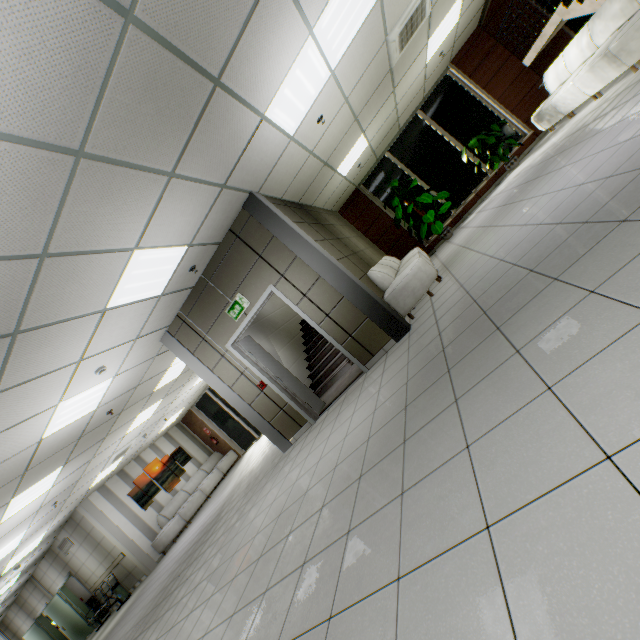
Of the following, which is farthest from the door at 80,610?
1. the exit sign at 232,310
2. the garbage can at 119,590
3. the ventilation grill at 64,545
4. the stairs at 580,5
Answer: the stairs at 580,5

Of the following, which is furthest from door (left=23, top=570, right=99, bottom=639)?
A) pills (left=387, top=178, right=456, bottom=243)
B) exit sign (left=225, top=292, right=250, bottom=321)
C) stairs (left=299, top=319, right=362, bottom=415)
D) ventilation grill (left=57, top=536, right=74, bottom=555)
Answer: pills (left=387, top=178, right=456, bottom=243)

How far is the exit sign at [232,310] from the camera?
5.56m

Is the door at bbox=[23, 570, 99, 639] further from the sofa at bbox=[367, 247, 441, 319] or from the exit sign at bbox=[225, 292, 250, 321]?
the sofa at bbox=[367, 247, 441, 319]

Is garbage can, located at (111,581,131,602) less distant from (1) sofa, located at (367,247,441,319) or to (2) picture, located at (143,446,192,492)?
(2) picture, located at (143,446,192,492)

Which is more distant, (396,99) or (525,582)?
(396,99)

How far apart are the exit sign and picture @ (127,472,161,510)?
10.3 meters

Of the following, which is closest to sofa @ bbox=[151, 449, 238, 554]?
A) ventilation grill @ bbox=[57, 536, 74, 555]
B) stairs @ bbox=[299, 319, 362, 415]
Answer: ventilation grill @ bbox=[57, 536, 74, 555]
